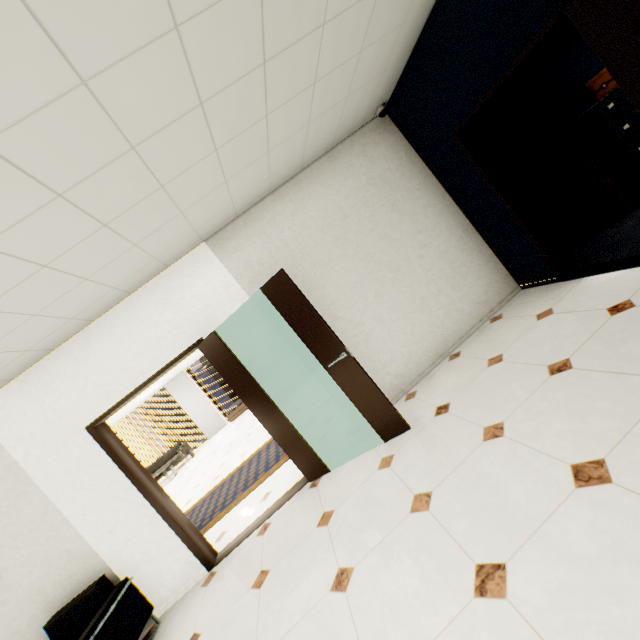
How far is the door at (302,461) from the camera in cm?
355

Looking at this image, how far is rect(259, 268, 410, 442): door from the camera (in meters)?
3.18

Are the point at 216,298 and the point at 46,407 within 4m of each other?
yes

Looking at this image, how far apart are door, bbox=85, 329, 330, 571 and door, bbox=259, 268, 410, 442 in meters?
0.8

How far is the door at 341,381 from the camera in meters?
3.2

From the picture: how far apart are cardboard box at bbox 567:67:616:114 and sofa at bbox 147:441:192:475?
14.1 meters

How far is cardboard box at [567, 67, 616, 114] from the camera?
4.00m

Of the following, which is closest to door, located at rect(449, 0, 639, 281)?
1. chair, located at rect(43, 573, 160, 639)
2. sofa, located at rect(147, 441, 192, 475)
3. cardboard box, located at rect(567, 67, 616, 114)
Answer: cardboard box, located at rect(567, 67, 616, 114)
